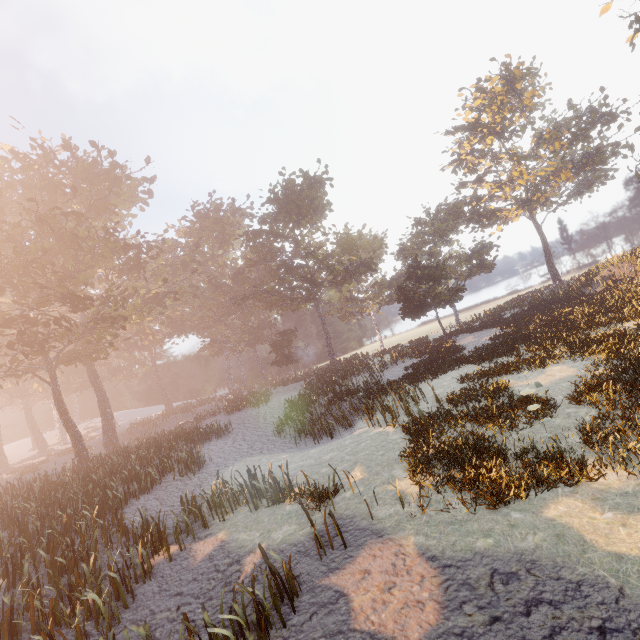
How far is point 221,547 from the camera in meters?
9.5
